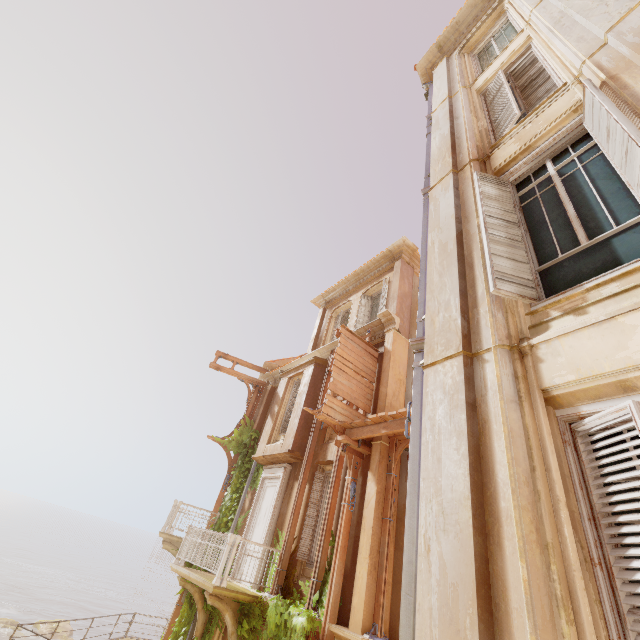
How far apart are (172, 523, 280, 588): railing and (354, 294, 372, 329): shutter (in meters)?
7.47

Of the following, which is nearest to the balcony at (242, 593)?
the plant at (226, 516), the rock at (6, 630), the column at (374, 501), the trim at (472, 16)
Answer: the plant at (226, 516)

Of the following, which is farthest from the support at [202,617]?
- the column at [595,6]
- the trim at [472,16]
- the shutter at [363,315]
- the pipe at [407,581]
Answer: the trim at [472,16]

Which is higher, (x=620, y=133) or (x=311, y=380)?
(x=311, y=380)

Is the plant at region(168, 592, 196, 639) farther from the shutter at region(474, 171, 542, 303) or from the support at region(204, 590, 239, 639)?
the shutter at region(474, 171, 542, 303)

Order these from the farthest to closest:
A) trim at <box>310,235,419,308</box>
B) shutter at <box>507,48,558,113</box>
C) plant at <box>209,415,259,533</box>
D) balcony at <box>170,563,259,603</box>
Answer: trim at <box>310,235,419,308</box> < plant at <box>209,415,259,533</box> < balcony at <box>170,563,259,603</box> < shutter at <box>507,48,558,113</box>

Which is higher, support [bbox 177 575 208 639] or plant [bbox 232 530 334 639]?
plant [bbox 232 530 334 639]

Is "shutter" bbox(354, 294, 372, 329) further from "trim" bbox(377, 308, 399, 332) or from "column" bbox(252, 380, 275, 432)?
"column" bbox(252, 380, 275, 432)
